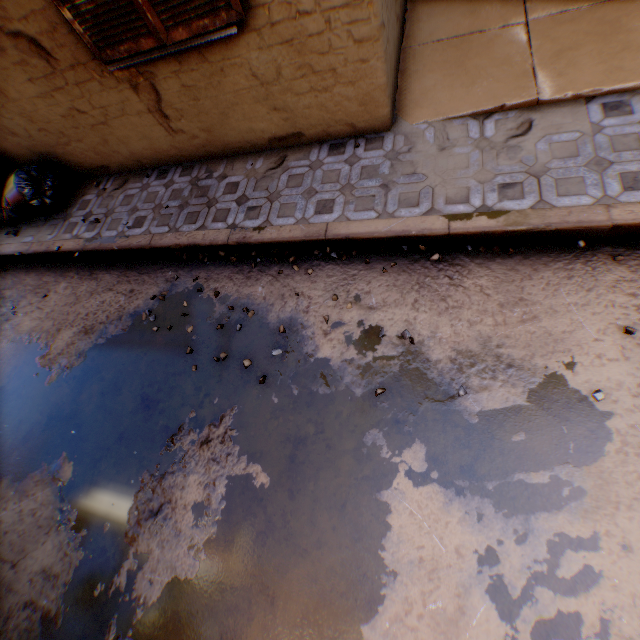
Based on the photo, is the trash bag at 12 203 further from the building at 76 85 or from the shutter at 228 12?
the shutter at 228 12

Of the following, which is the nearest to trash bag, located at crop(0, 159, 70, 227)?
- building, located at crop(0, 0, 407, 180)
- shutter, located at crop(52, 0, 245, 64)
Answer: building, located at crop(0, 0, 407, 180)

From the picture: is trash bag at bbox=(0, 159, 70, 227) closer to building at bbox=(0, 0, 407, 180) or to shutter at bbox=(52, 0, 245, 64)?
building at bbox=(0, 0, 407, 180)

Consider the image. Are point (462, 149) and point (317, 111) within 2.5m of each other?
yes

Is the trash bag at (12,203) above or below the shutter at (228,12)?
below

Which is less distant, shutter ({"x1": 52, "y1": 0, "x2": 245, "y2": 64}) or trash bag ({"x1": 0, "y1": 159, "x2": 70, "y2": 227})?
shutter ({"x1": 52, "y1": 0, "x2": 245, "y2": 64})

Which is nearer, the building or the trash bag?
the building
